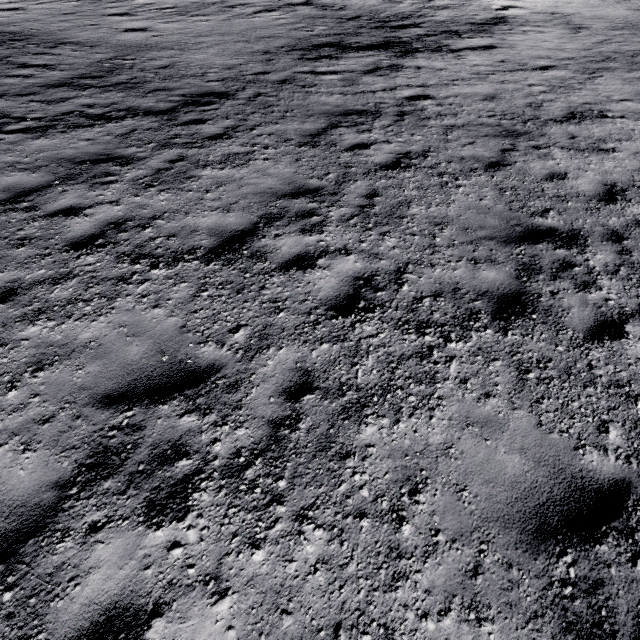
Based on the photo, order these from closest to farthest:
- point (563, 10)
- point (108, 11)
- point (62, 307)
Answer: point (62, 307) → point (108, 11) → point (563, 10)
